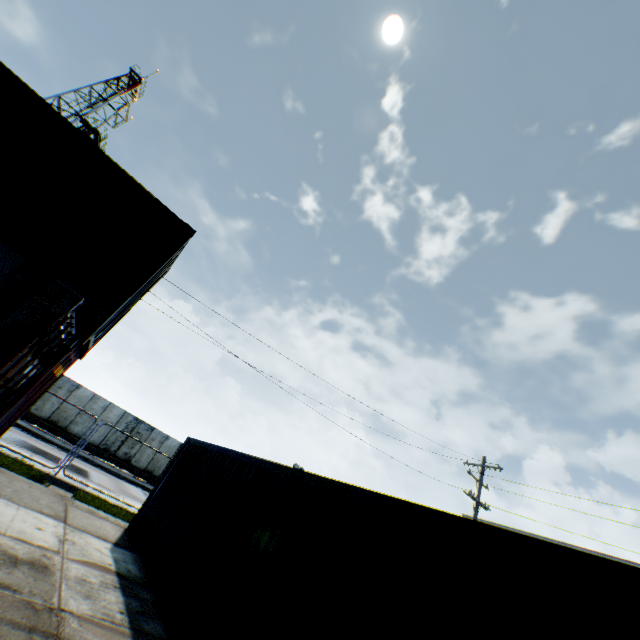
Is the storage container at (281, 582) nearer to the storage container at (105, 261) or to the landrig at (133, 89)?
the storage container at (105, 261)

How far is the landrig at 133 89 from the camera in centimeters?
3382cm

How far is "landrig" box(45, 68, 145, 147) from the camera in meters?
33.8

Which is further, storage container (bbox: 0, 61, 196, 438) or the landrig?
the landrig

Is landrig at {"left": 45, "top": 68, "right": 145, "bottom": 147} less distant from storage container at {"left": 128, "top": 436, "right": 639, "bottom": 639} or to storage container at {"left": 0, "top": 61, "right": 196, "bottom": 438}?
storage container at {"left": 0, "top": 61, "right": 196, "bottom": 438}

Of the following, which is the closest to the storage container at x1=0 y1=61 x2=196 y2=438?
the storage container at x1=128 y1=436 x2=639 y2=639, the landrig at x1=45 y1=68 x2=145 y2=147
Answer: the storage container at x1=128 y1=436 x2=639 y2=639

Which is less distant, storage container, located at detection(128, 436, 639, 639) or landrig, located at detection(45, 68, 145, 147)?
storage container, located at detection(128, 436, 639, 639)

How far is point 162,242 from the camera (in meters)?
6.37
